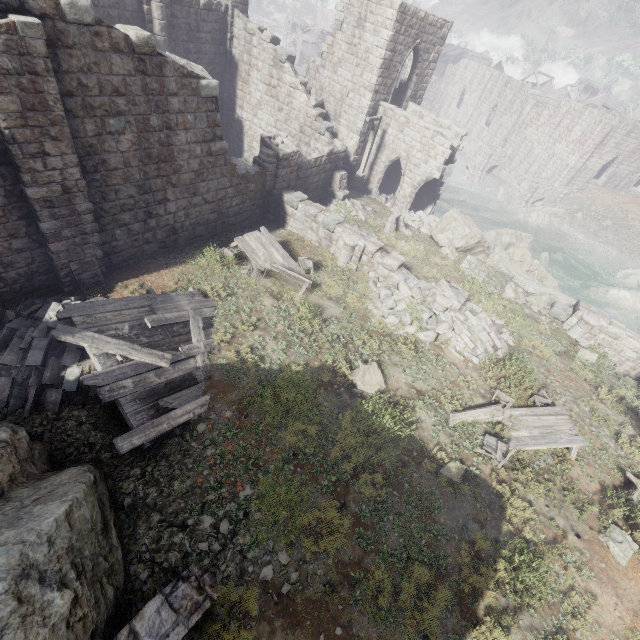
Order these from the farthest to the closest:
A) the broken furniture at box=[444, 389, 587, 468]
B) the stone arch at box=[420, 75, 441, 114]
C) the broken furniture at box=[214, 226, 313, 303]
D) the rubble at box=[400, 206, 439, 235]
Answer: the stone arch at box=[420, 75, 441, 114] → the rubble at box=[400, 206, 439, 235] → the broken furniture at box=[214, 226, 313, 303] → the broken furniture at box=[444, 389, 587, 468]

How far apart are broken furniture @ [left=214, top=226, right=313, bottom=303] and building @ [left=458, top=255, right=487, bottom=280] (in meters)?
8.10

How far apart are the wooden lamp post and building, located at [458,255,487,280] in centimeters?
938cm

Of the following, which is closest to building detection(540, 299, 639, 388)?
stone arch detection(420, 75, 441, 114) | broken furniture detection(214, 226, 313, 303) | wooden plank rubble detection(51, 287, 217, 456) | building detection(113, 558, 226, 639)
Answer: broken furniture detection(214, 226, 313, 303)

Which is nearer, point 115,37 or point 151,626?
point 151,626

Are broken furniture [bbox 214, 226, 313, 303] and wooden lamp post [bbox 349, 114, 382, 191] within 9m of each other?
no

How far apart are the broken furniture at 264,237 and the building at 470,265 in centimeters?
810cm

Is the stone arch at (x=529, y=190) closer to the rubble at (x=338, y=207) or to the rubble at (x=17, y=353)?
the rubble at (x=338, y=207)
